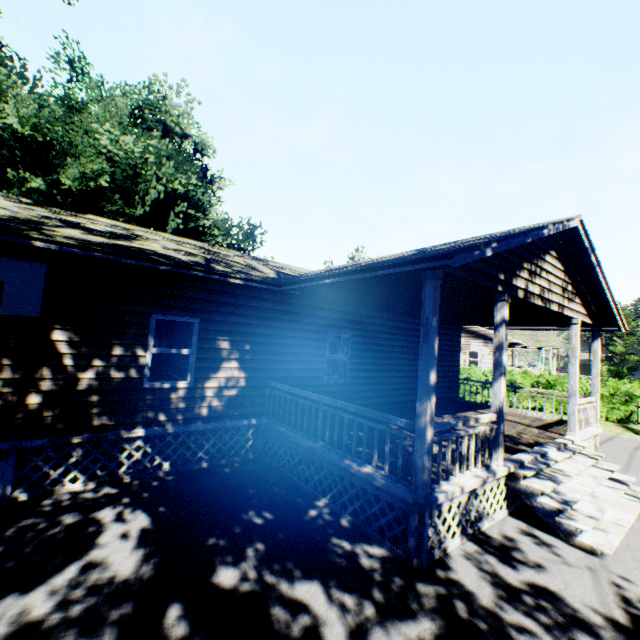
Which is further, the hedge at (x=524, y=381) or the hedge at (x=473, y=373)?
the hedge at (x=473, y=373)

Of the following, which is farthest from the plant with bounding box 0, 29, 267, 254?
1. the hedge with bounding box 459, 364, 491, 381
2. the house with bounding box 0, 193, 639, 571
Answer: the hedge with bounding box 459, 364, 491, 381

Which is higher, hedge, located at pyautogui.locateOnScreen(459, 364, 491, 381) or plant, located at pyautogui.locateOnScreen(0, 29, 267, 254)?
plant, located at pyautogui.locateOnScreen(0, 29, 267, 254)

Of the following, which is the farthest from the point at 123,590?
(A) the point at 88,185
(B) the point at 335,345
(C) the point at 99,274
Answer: (A) the point at 88,185

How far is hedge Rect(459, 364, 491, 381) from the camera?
20.8m

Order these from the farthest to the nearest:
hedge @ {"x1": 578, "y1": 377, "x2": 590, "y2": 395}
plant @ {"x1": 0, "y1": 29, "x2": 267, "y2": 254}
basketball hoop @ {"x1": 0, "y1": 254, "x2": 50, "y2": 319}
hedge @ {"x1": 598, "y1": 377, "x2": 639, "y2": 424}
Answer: plant @ {"x1": 0, "y1": 29, "x2": 267, "y2": 254}
hedge @ {"x1": 578, "y1": 377, "x2": 590, "y2": 395}
hedge @ {"x1": 598, "y1": 377, "x2": 639, "y2": 424}
basketball hoop @ {"x1": 0, "y1": 254, "x2": 50, "y2": 319}
